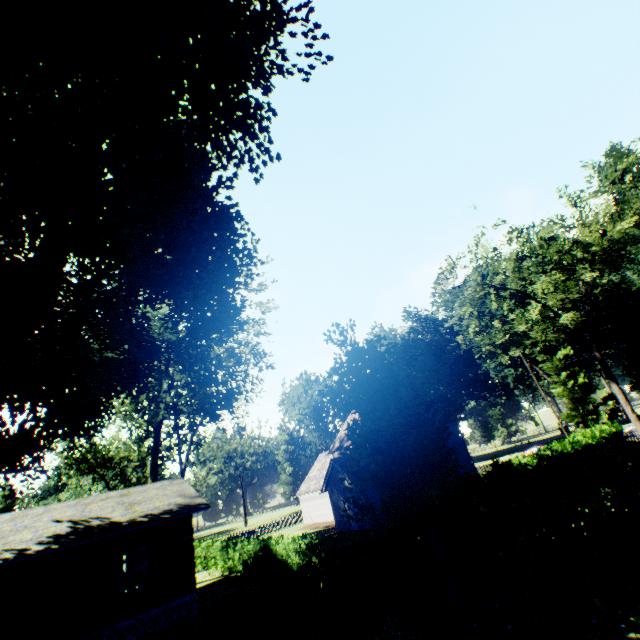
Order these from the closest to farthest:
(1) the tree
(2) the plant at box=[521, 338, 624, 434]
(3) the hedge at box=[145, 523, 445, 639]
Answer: (3) the hedge at box=[145, 523, 445, 639]
(1) the tree
(2) the plant at box=[521, 338, 624, 434]

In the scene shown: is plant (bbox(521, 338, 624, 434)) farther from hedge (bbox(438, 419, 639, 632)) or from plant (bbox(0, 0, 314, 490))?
plant (bbox(0, 0, 314, 490))

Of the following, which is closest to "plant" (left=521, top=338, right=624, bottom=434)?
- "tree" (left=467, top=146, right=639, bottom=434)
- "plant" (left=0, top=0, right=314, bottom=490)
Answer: "tree" (left=467, top=146, right=639, bottom=434)

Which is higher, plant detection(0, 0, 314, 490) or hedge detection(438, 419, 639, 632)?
plant detection(0, 0, 314, 490)

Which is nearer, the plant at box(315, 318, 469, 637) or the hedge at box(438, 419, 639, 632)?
the hedge at box(438, 419, 639, 632)

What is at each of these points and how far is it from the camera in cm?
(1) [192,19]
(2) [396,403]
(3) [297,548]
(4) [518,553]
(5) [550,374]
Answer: (1) plant, 630
(2) plant, 1000
(3) hedge, 1617
(4) hedge, 823
(5) plant, 5634

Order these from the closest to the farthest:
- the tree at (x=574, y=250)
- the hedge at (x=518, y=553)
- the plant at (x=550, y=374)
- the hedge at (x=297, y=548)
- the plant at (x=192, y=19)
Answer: the hedge at (x=518, y=553)
the plant at (x=192, y=19)
the hedge at (x=297, y=548)
the tree at (x=574, y=250)
the plant at (x=550, y=374)

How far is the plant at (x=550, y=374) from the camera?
44.5 meters
